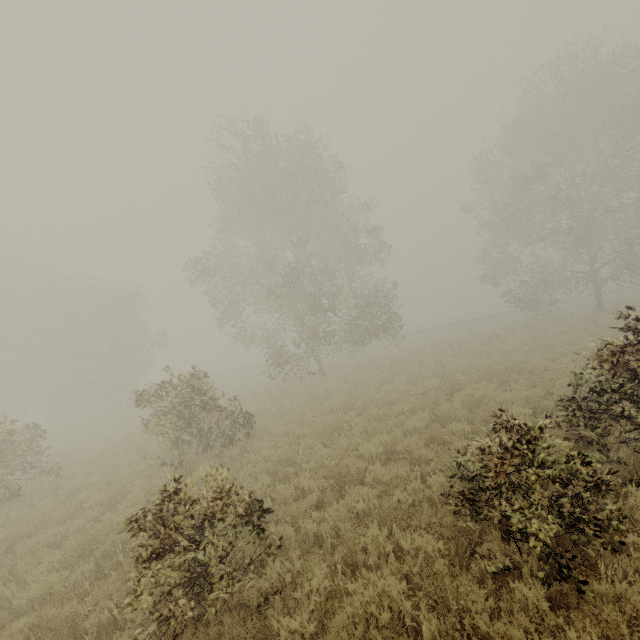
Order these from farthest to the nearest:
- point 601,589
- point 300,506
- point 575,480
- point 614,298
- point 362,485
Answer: point 614,298
point 362,485
point 300,506
point 575,480
point 601,589

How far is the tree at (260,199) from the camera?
18.97m

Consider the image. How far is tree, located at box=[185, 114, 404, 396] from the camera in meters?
19.0
